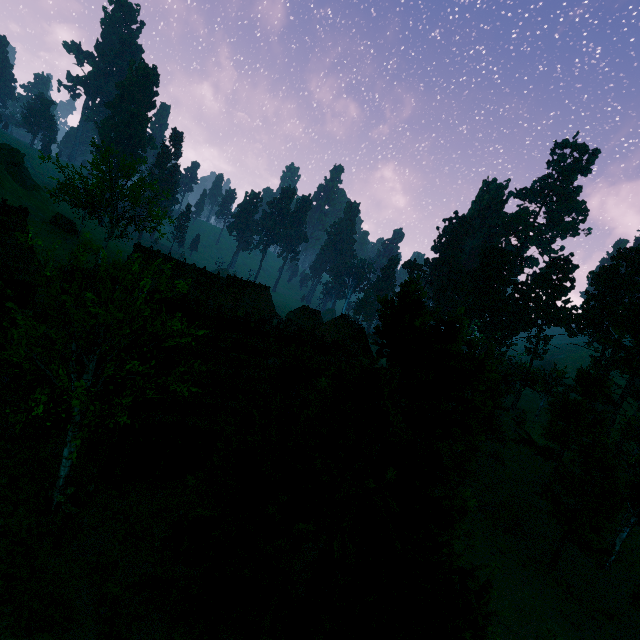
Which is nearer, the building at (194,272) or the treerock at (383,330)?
the treerock at (383,330)

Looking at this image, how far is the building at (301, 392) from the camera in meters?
19.2

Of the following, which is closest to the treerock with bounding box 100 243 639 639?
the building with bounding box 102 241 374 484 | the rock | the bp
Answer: the building with bounding box 102 241 374 484

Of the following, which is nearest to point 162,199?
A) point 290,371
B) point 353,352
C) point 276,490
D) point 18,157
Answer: point 353,352

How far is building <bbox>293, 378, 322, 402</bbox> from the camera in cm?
1920

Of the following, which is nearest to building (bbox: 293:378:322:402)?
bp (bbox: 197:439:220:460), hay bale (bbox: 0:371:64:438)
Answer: bp (bbox: 197:439:220:460)

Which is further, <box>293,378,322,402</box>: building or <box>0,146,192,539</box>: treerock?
<box>293,378,322,402</box>: building

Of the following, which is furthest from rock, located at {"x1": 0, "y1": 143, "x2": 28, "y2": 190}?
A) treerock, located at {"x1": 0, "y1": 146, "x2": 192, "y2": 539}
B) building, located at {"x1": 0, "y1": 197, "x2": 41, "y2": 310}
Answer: building, located at {"x1": 0, "y1": 197, "x2": 41, "y2": 310}
